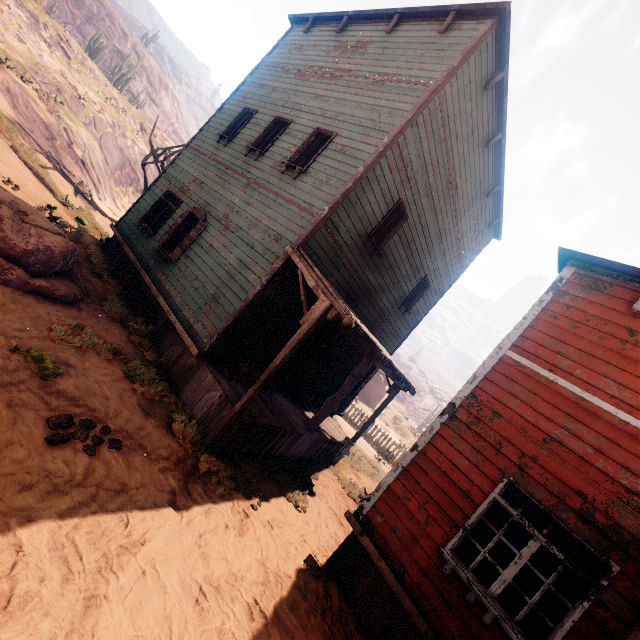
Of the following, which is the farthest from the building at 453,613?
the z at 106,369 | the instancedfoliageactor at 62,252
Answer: the instancedfoliageactor at 62,252

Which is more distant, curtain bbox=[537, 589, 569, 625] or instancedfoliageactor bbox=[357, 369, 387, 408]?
instancedfoliageactor bbox=[357, 369, 387, 408]

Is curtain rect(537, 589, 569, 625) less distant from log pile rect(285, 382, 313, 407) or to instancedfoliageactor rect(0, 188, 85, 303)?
log pile rect(285, 382, 313, 407)

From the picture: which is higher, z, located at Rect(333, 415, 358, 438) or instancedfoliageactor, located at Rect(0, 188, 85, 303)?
instancedfoliageactor, located at Rect(0, 188, 85, 303)

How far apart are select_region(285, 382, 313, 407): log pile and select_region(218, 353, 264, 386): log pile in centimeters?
117cm

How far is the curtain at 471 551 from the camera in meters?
4.7 m

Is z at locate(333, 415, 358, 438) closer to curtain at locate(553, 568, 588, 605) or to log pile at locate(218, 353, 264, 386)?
log pile at locate(218, 353, 264, 386)

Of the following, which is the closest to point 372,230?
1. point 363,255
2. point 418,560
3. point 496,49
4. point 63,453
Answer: point 363,255
